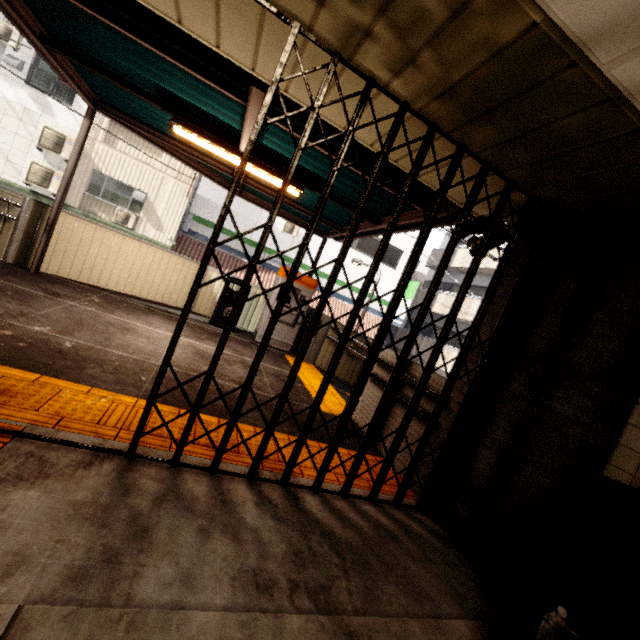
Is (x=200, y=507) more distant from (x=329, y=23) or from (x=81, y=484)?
(x=329, y=23)

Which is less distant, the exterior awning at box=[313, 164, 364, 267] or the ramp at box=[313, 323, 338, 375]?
the exterior awning at box=[313, 164, 364, 267]

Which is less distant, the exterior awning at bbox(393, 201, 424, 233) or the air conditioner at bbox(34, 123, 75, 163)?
the exterior awning at bbox(393, 201, 424, 233)

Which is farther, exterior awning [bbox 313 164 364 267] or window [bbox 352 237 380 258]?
window [bbox 352 237 380 258]

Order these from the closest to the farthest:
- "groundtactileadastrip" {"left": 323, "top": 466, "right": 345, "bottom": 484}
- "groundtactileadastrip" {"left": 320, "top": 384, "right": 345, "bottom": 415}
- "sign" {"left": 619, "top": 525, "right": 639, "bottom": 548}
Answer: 1. "sign" {"left": 619, "top": 525, "right": 639, "bottom": 548}
2. "groundtactileadastrip" {"left": 323, "top": 466, "right": 345, "bottom": 484}
3. "groundtactileadastrip" {"left": 320, "top": 384, "right": 345, "bottom": 415}

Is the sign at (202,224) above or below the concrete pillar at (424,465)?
above

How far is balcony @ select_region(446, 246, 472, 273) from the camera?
18.9 meters

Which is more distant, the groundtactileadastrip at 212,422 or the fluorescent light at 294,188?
the fluorescent light at 294,188
